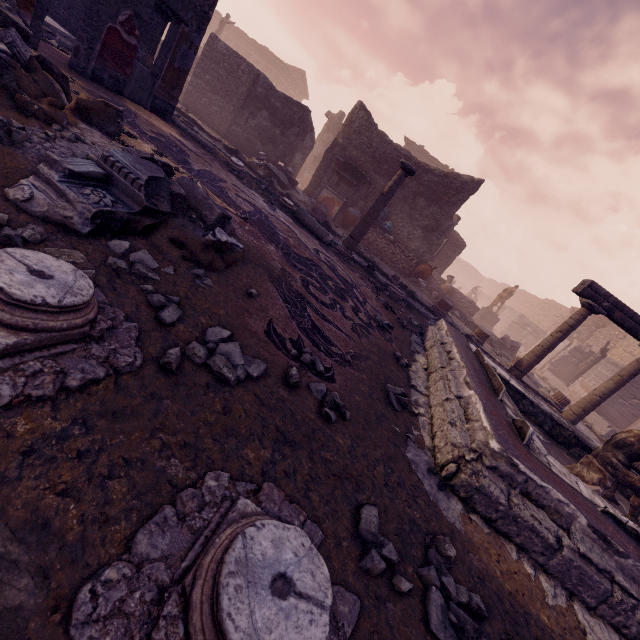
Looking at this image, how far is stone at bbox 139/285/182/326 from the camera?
1.80m

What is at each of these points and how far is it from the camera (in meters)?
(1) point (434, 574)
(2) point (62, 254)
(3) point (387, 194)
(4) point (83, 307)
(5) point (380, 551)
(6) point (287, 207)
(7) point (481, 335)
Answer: (1) stone, 1.50
(2) rocks, 1.75
(3) column, 7.29
(4) column base, 1.30
(5) stone, 1.43
(6) column base, 7.92
(7) column base, 10.78

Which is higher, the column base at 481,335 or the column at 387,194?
the column at 387,194

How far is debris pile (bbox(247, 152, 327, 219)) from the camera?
11.48m

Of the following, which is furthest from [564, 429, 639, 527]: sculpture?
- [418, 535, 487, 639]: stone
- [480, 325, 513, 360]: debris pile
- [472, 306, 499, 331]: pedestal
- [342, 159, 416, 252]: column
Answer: [472, 306, 499, 331]: pedestal

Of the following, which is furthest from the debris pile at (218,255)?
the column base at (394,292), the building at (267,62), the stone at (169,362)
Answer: the building at (267,62)

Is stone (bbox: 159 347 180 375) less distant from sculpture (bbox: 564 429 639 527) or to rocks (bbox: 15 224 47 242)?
rocks (bbox: 15 224 47 242)

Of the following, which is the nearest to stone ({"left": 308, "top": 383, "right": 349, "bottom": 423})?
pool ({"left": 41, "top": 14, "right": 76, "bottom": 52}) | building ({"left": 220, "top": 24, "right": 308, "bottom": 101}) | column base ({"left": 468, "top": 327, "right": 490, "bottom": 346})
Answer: pool ({"left": 41, "top": 14, "right": 76, "bottom": 52})
